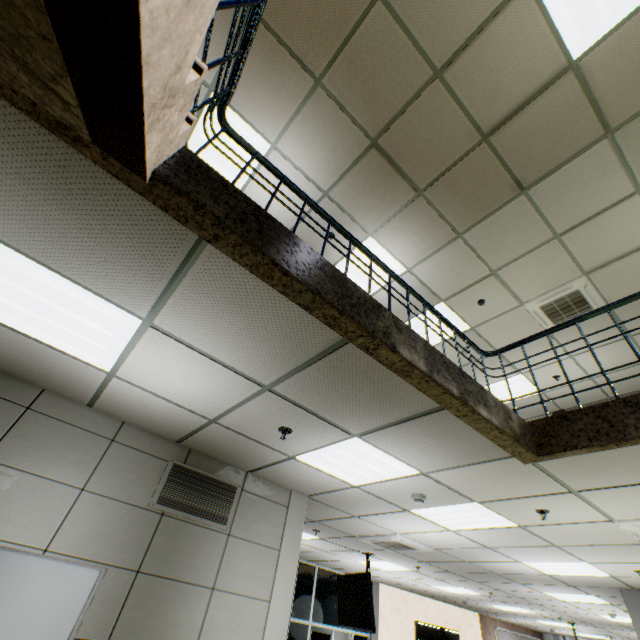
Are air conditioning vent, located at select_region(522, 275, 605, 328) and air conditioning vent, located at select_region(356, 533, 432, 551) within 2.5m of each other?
no

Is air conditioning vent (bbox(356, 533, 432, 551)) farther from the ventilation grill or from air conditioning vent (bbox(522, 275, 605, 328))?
air conditioning vent (bbox(522, 275, 605, 328))

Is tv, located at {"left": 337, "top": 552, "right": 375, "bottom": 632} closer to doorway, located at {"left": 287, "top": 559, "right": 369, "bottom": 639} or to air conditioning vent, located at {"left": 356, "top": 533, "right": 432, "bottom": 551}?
air conditioning vent, located at {"left": 356, "top": 533, "right": 432, "bottom": 551}

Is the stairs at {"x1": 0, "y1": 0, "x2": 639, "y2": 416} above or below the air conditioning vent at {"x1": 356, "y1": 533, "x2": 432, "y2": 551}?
below

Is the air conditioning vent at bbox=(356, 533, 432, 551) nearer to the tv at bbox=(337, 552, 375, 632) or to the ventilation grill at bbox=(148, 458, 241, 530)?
the tv at bbox=(337, 552, 375, 632)

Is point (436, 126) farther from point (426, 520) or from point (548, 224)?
point (426, 520)

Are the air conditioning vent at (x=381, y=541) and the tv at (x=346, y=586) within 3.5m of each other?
yes

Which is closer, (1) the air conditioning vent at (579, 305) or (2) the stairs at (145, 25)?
(2) the stairs at (145, 25)
